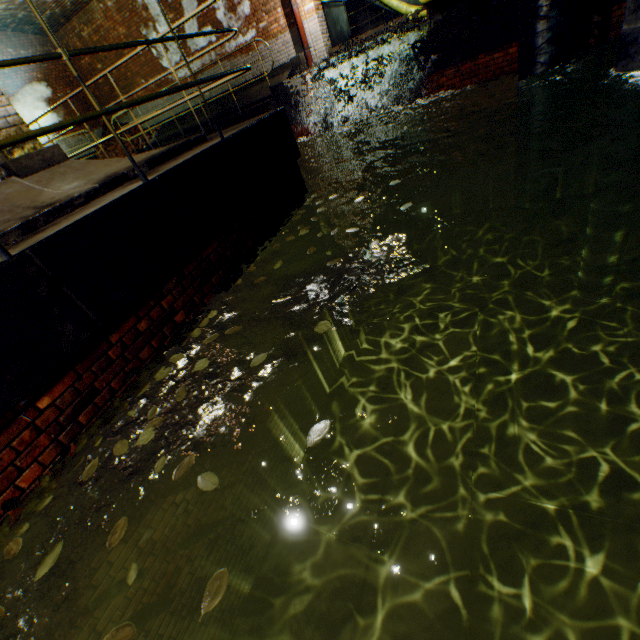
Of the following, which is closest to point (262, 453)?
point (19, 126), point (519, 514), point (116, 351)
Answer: point (116, 351)

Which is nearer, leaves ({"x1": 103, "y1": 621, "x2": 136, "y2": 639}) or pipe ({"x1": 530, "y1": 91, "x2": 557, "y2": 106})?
leaves ({"x1": 103, "y1": 621, "x2": 136, "y2": 639})

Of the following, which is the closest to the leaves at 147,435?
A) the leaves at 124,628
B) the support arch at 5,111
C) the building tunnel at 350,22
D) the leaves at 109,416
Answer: the leaves at 109,416

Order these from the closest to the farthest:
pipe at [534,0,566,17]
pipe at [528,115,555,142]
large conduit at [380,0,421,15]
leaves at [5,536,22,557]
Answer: leaves at [5,536,22,557]
pipe at [534,0,566,17]
pipe at [528,115,555,142]
large conduit at [380,0,421,15]

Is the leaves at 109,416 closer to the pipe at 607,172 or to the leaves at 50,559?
the leaves at 50,559

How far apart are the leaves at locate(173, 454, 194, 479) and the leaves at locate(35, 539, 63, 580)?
0.7m

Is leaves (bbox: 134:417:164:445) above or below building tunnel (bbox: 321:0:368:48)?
below

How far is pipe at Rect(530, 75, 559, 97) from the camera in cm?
615
